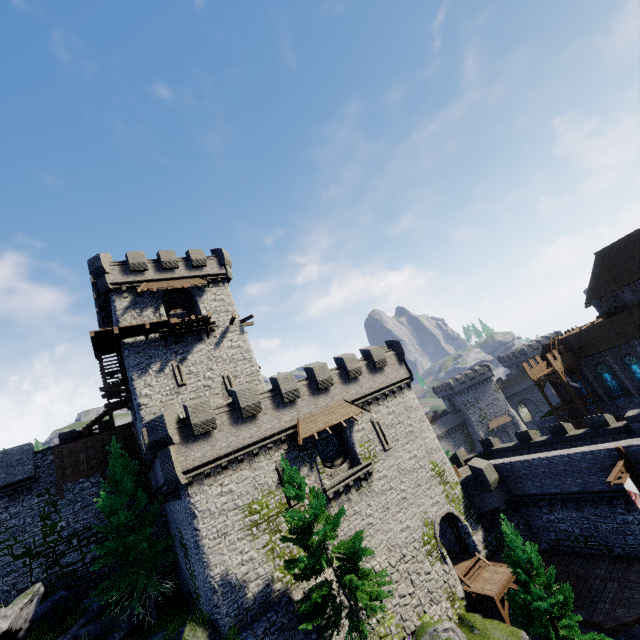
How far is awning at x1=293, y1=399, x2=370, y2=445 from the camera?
21.2m

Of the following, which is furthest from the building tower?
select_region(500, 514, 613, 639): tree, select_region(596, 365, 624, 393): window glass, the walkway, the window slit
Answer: select_region(596, 365, 624, 393): window glass

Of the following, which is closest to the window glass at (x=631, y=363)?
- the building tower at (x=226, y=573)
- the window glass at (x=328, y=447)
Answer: the building tower at (x=226, y=573)

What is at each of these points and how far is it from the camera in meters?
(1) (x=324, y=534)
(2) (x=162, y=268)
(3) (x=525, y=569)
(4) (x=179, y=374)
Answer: (1) tree, 15.2 m
(2) building, 28.4 m
(3) tree, 16.3 m
(4) window slit, 25.4 m

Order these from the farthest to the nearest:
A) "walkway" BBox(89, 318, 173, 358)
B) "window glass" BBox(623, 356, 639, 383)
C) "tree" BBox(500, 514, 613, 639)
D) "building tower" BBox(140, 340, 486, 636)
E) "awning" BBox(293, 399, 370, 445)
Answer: "window glass" BBox(623, 356, 639, 383), "walkway" BBox(89, 318, 173, 358), "awning" BBox(293, 399, 370, 445), "building tower" BBox(140, 340, 486, 636), "tree" BBox(500, 514, 613, 639)

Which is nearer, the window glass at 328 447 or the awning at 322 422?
the awning at 322 422

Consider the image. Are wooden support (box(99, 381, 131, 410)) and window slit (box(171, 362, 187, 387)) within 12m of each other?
yes

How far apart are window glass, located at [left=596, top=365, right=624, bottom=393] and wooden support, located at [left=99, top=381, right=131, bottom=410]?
52.9m
